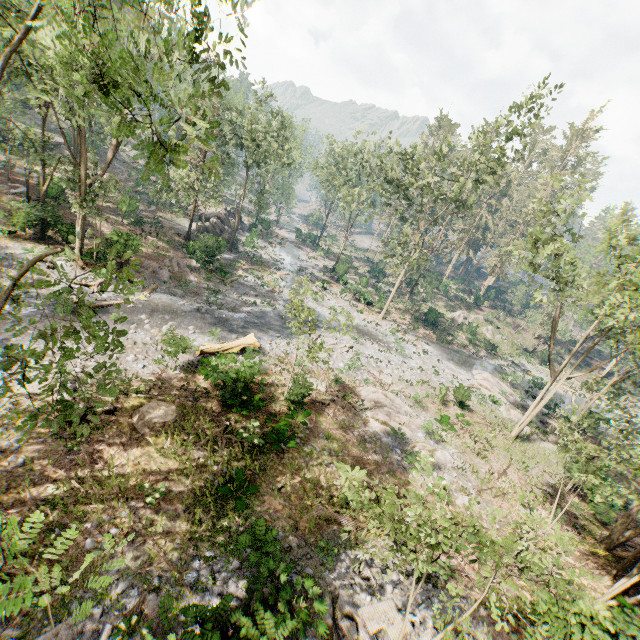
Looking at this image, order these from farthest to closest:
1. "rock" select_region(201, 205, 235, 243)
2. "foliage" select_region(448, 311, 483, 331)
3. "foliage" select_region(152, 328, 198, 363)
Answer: "foliage" select_region(448, 311, 483, 331), "rock" select_region(201, 205, 235, 243), "foliage" select_region(152, 328, 198, 363)

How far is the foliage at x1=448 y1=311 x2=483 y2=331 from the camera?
44.0m

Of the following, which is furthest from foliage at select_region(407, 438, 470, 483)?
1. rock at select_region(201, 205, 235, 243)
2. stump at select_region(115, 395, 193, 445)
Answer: stump at select_region(115, 395, 193, 445)

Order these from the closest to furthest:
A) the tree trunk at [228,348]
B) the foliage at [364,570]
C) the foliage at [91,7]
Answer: the foliage at [91,7] → the foliage at [364,570] → the tree trunk at [228,348]

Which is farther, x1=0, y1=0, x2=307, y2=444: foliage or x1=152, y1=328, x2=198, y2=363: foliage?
x1=152, y1=328, x2=198, y2=363: foliage

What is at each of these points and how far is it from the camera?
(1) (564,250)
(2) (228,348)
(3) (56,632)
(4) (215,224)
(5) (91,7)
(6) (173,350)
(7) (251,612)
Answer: (1) foliage, 18.8m
(2) tree trunk, 20.5m
(3) foliage, 7.4m
(4) rock, 42.0m
(5) foliage, 30.7m
(6) foliage, 16.9m
(7) foliage, 8.2m

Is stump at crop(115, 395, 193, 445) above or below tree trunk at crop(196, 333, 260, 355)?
below

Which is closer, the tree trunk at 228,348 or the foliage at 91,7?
the foliage at 91,7
